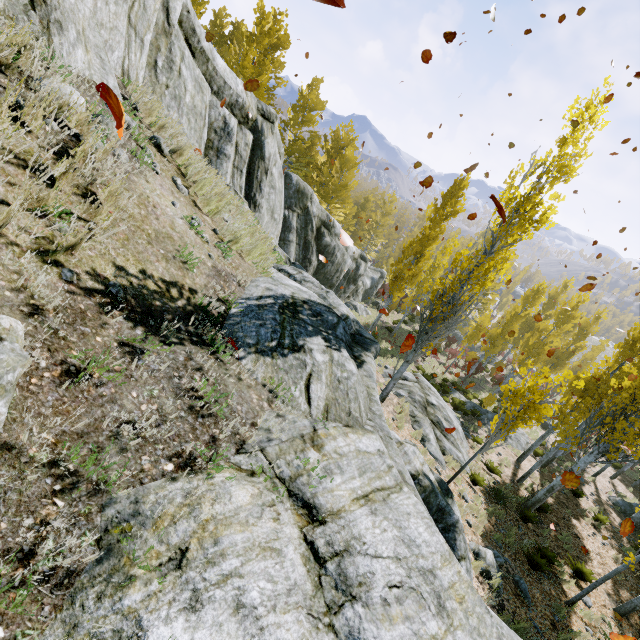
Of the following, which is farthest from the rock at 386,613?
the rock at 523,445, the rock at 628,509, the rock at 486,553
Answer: the rock at 628,509

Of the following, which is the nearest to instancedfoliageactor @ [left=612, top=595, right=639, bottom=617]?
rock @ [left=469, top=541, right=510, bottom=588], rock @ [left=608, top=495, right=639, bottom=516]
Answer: rock @ [left=608, top=495, right=639, bottom=516]

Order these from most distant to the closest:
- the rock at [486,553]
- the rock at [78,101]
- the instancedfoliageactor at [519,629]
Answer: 1. the rock at [486,553]
2. the instancedfoliageactor at [519,629]
3. the rock at [78,101]

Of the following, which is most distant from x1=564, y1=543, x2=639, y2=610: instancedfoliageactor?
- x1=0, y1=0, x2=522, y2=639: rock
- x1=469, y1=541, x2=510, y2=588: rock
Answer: x1=469, y1=541, x2=510, y2=588: rock

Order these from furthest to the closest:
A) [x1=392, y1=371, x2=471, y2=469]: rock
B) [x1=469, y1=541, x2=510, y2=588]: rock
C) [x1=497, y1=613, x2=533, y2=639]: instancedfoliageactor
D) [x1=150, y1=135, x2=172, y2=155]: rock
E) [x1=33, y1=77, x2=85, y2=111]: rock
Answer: [x1=392, y1=371, x2=471, y2=469]: rock → [x1=469, y1=541, x2=510, y2=588]: rock → [x1=497, y1=613, x2=533, y2=639]: instancedfoliageactor → [x1=150, y1=135, x2=172, y2=155]: rock → [x1=33, y1=77, x2=85, y2=111]: rock

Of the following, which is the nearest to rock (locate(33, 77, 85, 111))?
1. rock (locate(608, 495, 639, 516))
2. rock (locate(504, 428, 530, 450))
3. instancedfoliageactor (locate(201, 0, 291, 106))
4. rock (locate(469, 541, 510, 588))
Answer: instancedfoliageactor (locate(201, 0, 291, 106))

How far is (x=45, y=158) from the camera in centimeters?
292cm

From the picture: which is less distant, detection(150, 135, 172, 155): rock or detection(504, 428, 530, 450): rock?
detection(150, 135, 172, 155): rock
